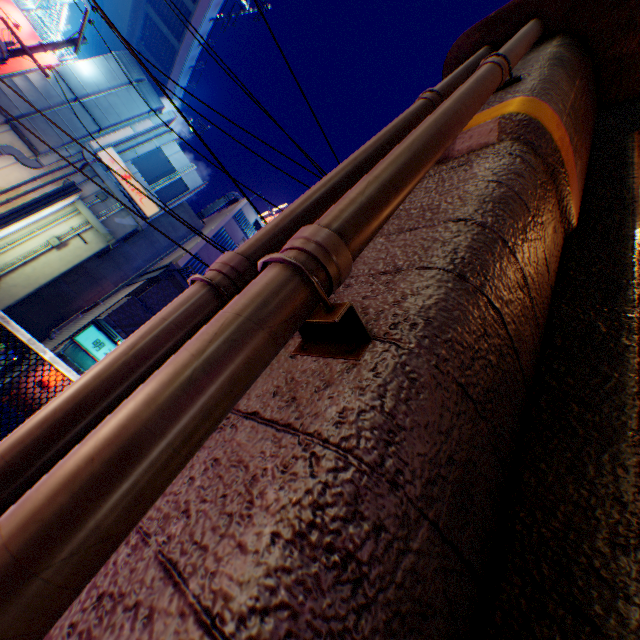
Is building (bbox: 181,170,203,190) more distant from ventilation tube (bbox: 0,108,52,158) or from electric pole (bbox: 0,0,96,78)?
electric pole (bbox: 0,0,96,78)

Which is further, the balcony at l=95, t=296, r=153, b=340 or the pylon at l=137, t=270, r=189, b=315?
the pylon at l=137, t=270, r=189, b=315

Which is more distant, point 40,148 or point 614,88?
point 40,148

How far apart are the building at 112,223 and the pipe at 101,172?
0.0 meters

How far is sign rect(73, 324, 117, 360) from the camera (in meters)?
10.96

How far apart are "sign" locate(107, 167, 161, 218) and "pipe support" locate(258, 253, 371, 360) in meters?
15.4 m

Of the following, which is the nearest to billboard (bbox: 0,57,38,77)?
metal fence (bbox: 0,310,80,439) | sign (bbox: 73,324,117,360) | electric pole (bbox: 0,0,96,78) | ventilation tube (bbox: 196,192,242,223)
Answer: metal fence (bbox: 0,310,80,439)
